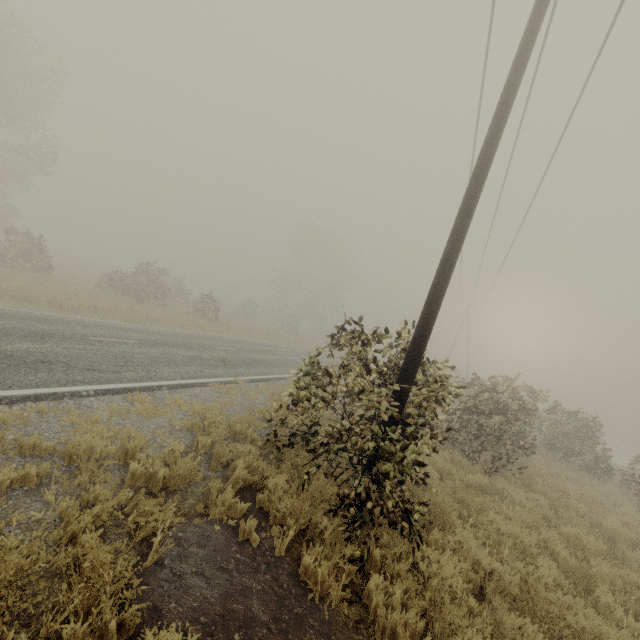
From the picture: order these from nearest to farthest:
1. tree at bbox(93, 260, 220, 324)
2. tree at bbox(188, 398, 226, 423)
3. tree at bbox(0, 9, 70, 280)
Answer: tree at bbox(188, 398, 226, 423) → tree at bbox(0, 9, 70, 280) → tree at bbox(93, 260, 220, 324)

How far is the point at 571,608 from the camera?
4.82m

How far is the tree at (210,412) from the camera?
7.2m

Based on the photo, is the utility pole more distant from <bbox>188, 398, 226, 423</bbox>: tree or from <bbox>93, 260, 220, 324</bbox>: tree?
<bbox>93, 260, 220, 324</bbox>: tree

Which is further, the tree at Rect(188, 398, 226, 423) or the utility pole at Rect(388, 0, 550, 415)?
the tree at Rect(188, 398, 226, 423)

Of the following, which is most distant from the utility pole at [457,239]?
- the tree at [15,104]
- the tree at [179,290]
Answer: the tree at [179,290]

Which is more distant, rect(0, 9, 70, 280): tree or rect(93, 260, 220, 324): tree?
rect(93, 260, 220, 324): tree
